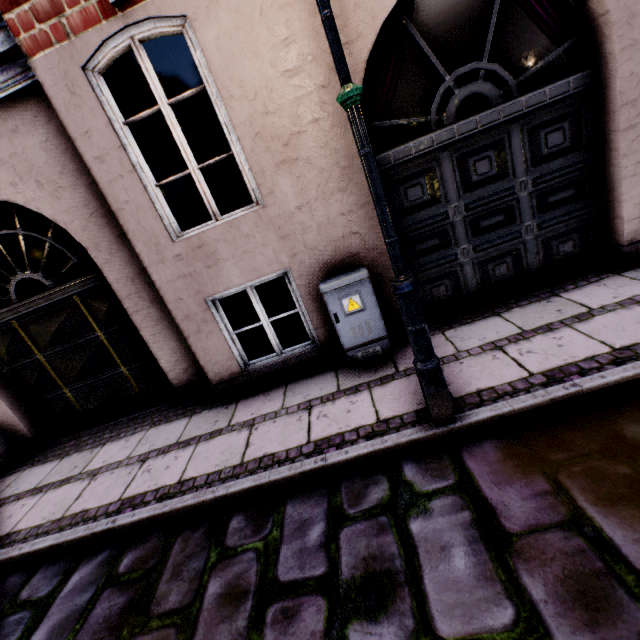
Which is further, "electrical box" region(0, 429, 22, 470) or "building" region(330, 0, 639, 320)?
"electrical box" region(0, 429, 22, 470)

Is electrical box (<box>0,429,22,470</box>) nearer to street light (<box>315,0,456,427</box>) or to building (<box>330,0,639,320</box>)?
building (<box>330,0,639,320</box>)

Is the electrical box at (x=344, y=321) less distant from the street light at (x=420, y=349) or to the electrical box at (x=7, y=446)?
the street light at (x=420, y=349)

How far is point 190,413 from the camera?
4.3 meters

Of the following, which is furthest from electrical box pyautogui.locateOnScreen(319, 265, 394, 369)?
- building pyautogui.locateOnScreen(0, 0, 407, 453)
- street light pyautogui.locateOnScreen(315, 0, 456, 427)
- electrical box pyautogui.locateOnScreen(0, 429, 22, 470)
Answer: electrical box pyautogui.locateOnScreen(0, 429, 22, 470)

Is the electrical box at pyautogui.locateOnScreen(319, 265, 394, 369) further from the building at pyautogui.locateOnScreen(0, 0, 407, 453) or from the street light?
the street light

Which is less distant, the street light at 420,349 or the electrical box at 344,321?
the street light at 420,349
